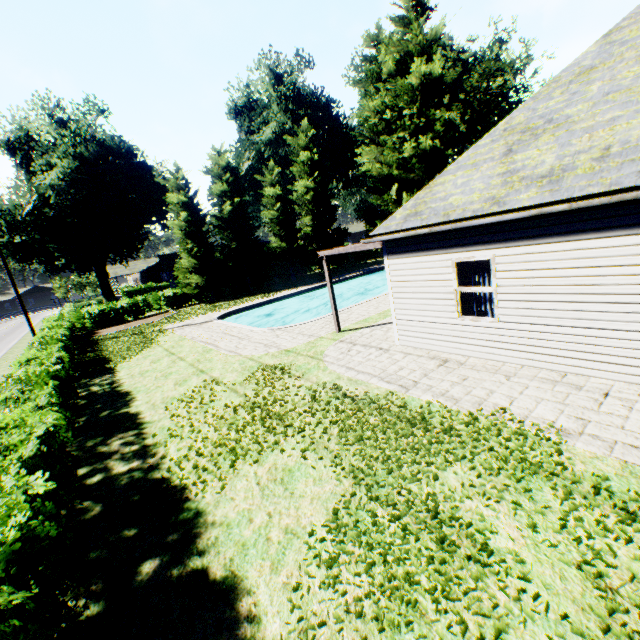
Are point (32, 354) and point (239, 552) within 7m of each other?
no

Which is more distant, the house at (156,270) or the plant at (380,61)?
the house at (156,270)

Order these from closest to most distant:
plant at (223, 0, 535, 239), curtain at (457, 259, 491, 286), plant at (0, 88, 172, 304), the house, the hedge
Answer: the hedge
curtain at (457, 259, 491, 286)
plant at (223, 0, 535, 239)
plant at (0, 88, 172, 304)
the house

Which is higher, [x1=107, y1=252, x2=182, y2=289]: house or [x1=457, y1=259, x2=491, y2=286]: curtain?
[x1=107, y1=252, x2=182, y2=289]: house

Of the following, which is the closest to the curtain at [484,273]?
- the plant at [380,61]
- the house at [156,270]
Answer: the plant at [380,61]

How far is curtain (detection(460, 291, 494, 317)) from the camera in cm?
776

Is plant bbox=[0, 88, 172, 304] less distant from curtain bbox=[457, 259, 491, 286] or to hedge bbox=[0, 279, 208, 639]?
hedge bbox=[0, 279, 208, 639]
